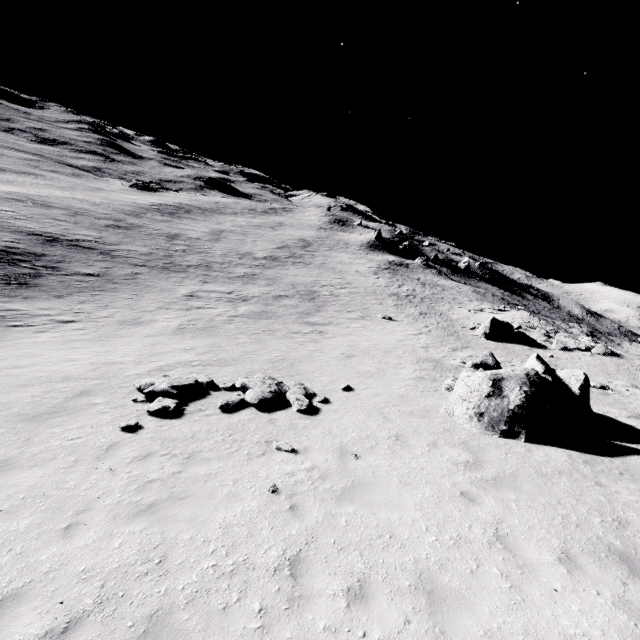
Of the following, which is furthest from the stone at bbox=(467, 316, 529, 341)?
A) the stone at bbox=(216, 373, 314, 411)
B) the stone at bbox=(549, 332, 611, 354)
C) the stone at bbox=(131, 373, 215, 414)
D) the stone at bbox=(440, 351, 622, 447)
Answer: the stone at bbox=(131, 373, 215, 414)

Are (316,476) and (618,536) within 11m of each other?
yes

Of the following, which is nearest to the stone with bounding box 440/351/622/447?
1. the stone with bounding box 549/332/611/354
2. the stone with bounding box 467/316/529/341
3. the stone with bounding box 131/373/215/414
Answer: the stone with bounding box 131/373/215/414

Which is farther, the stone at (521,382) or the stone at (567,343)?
the stone at (567,343)

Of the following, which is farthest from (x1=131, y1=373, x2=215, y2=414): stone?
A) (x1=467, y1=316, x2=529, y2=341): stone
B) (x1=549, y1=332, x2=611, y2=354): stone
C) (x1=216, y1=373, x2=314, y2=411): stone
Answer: (x1=549, y1=332, x2=611, y2=354): stone

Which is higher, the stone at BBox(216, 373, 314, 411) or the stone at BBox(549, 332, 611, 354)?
the stone at BBox(549, 332, 611, 354)

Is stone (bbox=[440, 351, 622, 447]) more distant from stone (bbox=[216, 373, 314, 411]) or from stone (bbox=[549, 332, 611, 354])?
stone (bbox=[549, 332, 611, 354])

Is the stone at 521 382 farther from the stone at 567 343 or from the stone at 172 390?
the stone at 567 343
